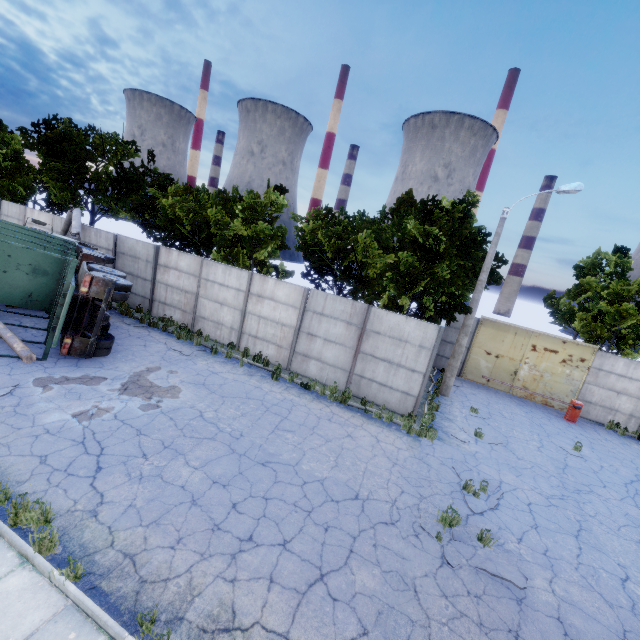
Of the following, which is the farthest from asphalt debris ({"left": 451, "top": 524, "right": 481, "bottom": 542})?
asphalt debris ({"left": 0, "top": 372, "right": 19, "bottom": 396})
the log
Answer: the log

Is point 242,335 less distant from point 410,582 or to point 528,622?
point 410,582

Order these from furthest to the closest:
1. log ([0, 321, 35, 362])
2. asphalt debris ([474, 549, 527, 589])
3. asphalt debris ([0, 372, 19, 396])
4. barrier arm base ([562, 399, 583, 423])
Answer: barrier arm base ([562, 399, 583, 423]), log ([0, 321, 35, 362]), asphalt debris ([0, 372, 19, 396]), asphalt debris ([474, 549, 527, 589])

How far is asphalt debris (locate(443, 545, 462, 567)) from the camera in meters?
6.3

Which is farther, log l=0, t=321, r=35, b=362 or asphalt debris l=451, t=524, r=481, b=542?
log l=0, t=321, r=35, b=362

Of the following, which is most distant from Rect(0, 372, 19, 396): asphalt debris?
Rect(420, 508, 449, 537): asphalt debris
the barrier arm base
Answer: the barrier arm base

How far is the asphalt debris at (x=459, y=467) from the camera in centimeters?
811cm

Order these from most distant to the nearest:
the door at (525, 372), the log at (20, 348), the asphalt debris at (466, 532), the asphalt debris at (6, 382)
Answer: the door at (525, 372) → the log at (20, 348) → the asphalt debris at (6, 382) → the asphalt debris at (466, 532)
